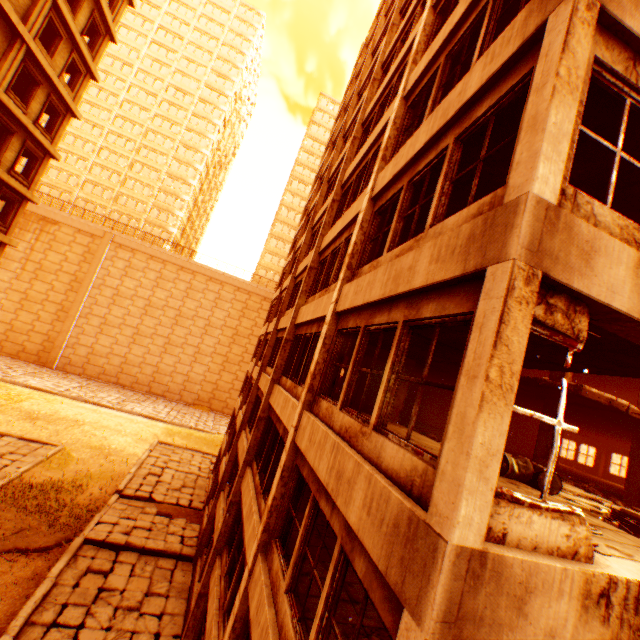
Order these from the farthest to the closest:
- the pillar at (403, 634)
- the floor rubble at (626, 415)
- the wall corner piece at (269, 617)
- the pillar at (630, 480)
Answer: the pillar at (630, 480)
the floor rubble at (626, 415)
the wall corner piece at (269, 617)
the pillar at (403, 634)

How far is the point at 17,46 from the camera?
15.0 meters

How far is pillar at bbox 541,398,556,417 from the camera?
12.0m

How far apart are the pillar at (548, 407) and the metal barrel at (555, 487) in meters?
4.3 m

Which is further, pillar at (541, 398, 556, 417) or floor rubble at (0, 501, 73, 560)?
floor rubble at (0, 501, 73, 560)

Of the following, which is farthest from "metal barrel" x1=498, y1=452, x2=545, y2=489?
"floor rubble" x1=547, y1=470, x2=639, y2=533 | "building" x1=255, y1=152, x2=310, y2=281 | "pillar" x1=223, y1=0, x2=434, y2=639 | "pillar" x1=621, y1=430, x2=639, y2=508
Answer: "building" x1=255, y1=152, x2=310, y2=281

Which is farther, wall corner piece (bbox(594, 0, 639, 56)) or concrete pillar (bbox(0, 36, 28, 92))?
concrete pillar (bbox(0, 36, 28, 92))

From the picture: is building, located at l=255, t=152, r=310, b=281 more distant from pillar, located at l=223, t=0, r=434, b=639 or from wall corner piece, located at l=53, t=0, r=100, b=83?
pillar, located at l=223, t=0, r=434, b=639
